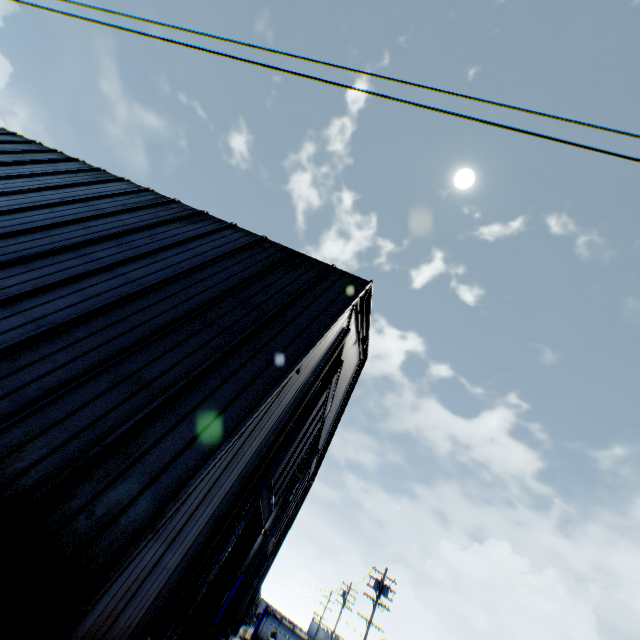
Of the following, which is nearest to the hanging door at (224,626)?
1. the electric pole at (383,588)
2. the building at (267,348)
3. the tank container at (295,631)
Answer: the building at (267,348)

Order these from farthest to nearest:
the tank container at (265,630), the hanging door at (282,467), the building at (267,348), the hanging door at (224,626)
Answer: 1. the tank container at (265,630)
2. the hanging door at (224,626)
3. the hanging door at (282,467)
4. the building at (267,348)

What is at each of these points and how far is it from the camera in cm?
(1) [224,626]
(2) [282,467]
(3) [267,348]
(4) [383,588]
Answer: (1) hanging door, 1600
(2) hanging door, 1172
(3) building, 721
(4) electric pole, 2677

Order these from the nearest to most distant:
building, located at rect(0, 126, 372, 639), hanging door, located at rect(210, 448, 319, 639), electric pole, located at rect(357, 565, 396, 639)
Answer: building, located at rect(0, 126, 372, 639) < hanging door, located at rect(210, 448, 319, 639) < electric pole, located at rect(357, 565, 396, 639)

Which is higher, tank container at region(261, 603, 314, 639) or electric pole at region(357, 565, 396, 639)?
electric pole at region(357, 565, 396, 639)

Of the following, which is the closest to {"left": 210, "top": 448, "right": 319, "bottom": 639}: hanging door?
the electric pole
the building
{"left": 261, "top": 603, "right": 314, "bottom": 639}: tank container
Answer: the building
